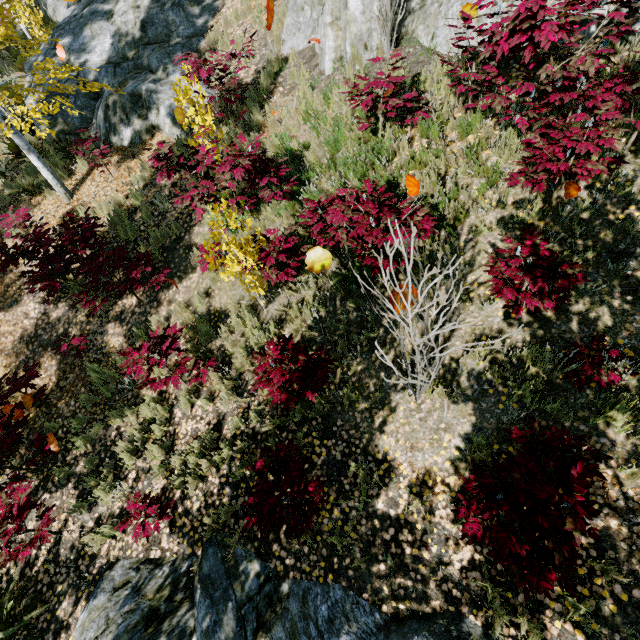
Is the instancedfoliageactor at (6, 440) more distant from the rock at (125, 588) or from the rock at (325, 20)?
the rock at (325, 20)

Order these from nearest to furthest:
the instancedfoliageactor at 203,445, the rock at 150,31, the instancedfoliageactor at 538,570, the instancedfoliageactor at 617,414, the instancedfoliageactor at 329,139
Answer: the instancedfoliageactor at 538,570 → the instancedfoliageactor at 617,414 → the instancedfoliageactor at 203,445 → the instancedfoliageactor at 329,139 → the rock at 150,31

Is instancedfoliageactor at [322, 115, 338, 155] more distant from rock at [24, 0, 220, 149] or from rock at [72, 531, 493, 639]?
rock at [24, 0, 220, 149]

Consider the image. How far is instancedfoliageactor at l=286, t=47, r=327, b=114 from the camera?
6.4 meters

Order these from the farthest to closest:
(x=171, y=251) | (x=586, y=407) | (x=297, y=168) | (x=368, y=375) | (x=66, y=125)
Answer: (x=66, y=125), (x=171, y=251), (x=297, y=168), (x=368, y=375), (x=586, y=407)

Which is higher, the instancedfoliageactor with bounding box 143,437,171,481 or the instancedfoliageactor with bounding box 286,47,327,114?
the instancedfoliageactor with bounding box 286,47,327,114

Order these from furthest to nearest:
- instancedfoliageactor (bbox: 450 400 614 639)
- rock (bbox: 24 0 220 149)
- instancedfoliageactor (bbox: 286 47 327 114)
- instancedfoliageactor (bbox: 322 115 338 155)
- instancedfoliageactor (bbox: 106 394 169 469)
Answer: rock (bbox: 24 0 220 149), instancedfoliageactor (bbox: 286 47 327 114), instancedfoliageactor (bbox: 322 115 338 155), instancedfoliageactor (bbox: 106 394 169 469), instancedfoliageactor (bbox: 450 400 614 639)

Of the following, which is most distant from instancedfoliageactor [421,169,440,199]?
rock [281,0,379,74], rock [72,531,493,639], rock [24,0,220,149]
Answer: rock [281,0,379,74]
